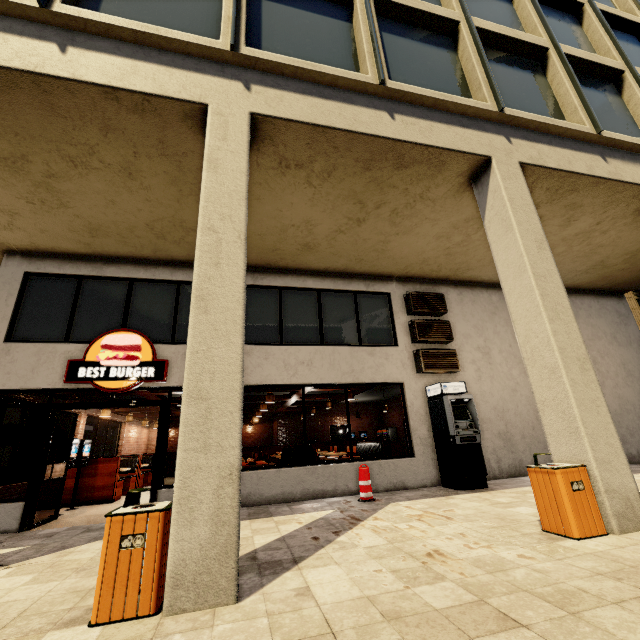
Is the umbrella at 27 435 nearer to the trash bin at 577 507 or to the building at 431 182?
the building at 431 182

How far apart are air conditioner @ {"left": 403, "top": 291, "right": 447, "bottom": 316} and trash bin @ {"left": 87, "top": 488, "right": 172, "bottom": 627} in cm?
789

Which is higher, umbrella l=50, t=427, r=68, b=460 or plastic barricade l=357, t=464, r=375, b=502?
umbrella l=50, t=427, r=68, b=460

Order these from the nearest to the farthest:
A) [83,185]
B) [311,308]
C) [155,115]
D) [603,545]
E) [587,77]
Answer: [603,545] < [155,115] < [83,185] < [587,77] < [311,308]

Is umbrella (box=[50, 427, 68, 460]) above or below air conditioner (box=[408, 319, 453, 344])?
below

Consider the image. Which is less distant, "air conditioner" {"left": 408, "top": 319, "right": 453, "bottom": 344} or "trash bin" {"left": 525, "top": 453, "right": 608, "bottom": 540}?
"trash bin" {"left": 525, "top": 453, "right": 608, "bottom": 540}

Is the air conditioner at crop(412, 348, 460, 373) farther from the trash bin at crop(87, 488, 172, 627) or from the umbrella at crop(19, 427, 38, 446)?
the umbrella at crop(19, 427, 38, 446)

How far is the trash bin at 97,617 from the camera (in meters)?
2.61
